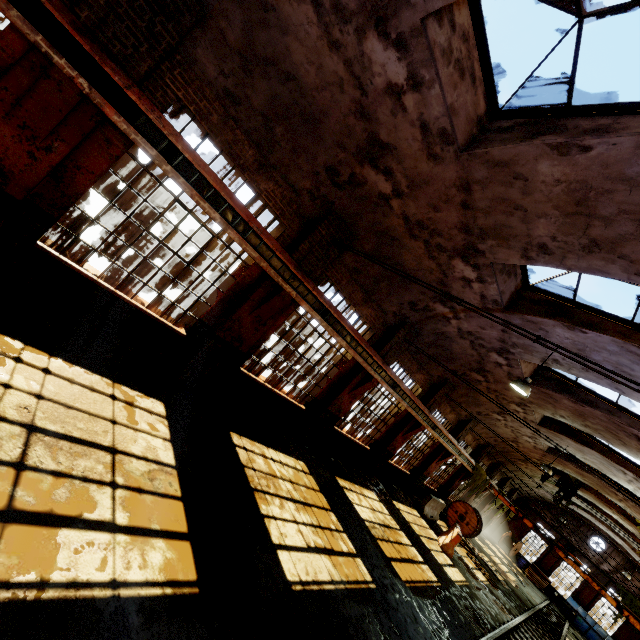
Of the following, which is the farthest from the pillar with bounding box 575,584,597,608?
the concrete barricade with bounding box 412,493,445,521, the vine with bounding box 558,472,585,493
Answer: the concrete barricade with bounding box 412,493,445,521

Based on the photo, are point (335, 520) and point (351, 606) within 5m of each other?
yes

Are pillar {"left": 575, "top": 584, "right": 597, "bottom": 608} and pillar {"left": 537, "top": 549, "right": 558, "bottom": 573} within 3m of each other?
yes

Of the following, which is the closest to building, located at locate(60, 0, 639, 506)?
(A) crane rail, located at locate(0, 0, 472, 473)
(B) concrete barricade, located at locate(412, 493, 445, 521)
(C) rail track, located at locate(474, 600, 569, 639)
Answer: (A) crane rail, located at locate(0, 0, 472, 473)

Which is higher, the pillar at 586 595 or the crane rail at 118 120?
the crane rail at 118 120

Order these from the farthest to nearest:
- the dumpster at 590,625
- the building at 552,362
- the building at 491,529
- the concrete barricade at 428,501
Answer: the building at 491,529 → the dumpster at 590,625 → the concrete barricade at 428,501 → the building at 552,362

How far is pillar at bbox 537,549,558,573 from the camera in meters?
30.7

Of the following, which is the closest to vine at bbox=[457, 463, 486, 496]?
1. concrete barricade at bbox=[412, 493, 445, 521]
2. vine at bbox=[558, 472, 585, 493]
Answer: concrete barricade at bbox=[412, 493, 445, 521]
